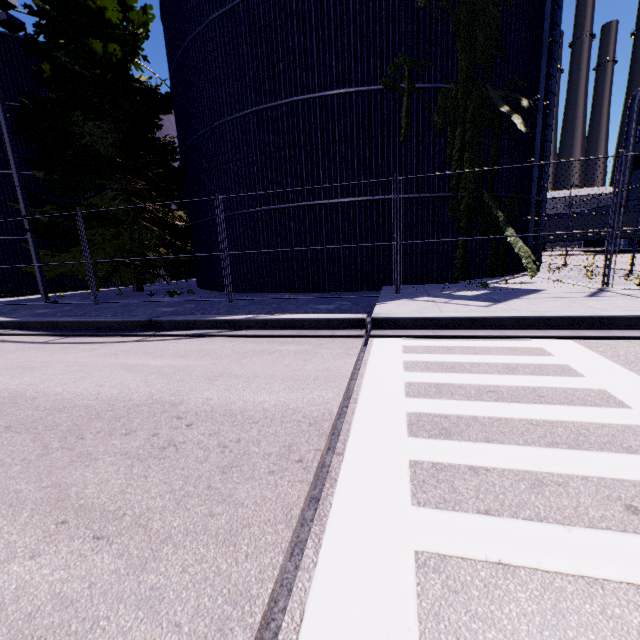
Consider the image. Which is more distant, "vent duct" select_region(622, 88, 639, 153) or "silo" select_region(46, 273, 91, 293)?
"vent duct" select_region(622, 88, 639, 153)

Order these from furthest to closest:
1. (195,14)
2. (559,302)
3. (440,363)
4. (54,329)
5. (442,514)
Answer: (195,14) → (54,329) → (559,302) → (440,363) → (442,514)

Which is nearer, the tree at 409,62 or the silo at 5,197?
the tree at 409,62

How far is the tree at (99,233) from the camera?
12.45m

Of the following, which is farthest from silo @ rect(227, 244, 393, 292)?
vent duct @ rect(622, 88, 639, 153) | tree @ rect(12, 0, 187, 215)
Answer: vent duct @ rect(622, 88, 639, 153)

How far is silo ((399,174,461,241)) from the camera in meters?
10.1 m

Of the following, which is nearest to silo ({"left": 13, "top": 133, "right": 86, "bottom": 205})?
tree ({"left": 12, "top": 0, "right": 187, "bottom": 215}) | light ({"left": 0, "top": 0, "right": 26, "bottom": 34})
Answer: tree ({"left": 12, "top": 0, "right": 187, "bottom": 215})
